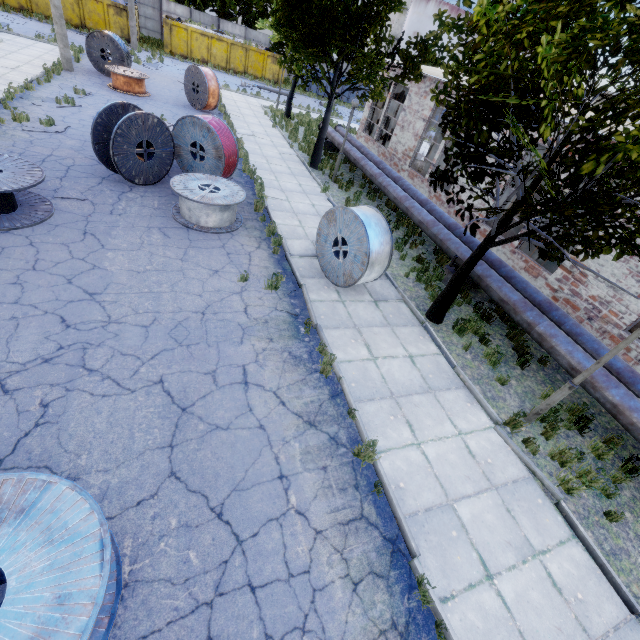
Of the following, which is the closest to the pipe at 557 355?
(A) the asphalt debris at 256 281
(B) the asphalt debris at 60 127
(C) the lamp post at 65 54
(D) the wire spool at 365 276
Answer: (D) the wire spool at 365 276

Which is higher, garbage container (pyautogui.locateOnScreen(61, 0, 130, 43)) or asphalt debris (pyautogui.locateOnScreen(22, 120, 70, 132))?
garbage container (pyautogui.locateOnScreen(61, 0, 130, 43))

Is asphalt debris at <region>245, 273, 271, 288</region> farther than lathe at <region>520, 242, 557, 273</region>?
No

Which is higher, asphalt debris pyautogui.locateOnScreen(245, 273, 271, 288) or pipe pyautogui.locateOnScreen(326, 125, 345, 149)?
pipe pyautogui.locateOnScreen(326, 125, 345, 149)

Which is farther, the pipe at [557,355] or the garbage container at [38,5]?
the garbage container at [38,5]

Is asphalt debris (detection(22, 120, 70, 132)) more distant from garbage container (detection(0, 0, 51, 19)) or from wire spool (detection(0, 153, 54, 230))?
garbage container (detection(0, 0, 51, 19))

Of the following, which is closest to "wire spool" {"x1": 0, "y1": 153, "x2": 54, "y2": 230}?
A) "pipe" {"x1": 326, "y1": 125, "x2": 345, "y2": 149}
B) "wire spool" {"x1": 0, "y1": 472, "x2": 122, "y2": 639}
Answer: "wire spool" {"x1": 0, "y1": 472, "x2": 122, "y2": 639}

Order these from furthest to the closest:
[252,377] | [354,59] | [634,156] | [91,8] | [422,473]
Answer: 1. [91,8]
2. [354,59]
3. [252,377]
4. [422,473]
5. [634,156]
